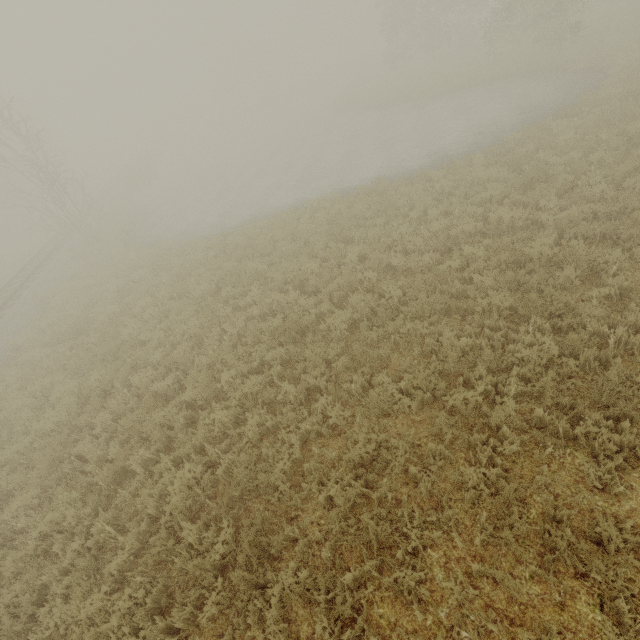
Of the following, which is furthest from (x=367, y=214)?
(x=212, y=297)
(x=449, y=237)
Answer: (x=212, y=297)

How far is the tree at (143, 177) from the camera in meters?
32.1

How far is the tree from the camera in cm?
3206
